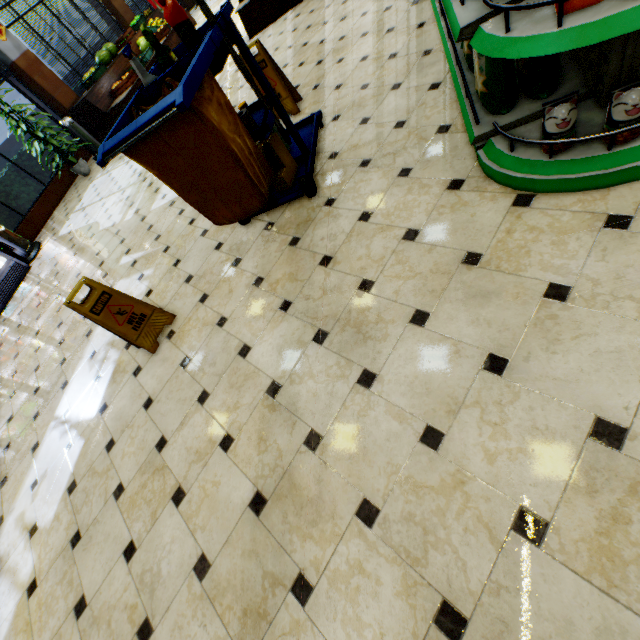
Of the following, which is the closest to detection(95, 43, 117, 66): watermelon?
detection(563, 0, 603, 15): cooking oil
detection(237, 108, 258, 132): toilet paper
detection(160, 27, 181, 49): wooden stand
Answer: detection(160, 27, 181, 49): wooden stand

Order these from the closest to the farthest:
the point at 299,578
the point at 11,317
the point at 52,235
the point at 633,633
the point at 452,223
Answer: the point at 633,633 → the point at 299,578 → the point at 452,223 → the point at 11,317 → the point at 52,235

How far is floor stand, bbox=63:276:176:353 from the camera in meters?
2.5

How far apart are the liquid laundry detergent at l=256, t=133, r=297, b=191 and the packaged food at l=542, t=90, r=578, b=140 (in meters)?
1.86

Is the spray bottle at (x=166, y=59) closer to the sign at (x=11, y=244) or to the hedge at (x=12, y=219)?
the sign at (x=11, y=244)

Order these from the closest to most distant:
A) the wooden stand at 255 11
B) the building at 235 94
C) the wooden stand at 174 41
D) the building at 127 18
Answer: the building at 235 94 < the wooden stand at 255 11 < the wooden stand at 174 41 < the building at 127 18

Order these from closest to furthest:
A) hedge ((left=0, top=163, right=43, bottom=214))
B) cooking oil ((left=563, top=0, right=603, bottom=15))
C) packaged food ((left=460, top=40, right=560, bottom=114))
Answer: cooking oil ((left=563, top=0, right=603, bottom=15))
packaged food ((left=460, top=40, right=560, bottom=114))
hedge ((left=0, top=163, right=43, bottom=214))

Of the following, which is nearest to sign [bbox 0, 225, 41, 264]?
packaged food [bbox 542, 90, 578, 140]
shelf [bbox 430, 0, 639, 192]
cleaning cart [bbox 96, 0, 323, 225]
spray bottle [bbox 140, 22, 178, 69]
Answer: cleaning cart [bbox 96, 0, 323, 225]
